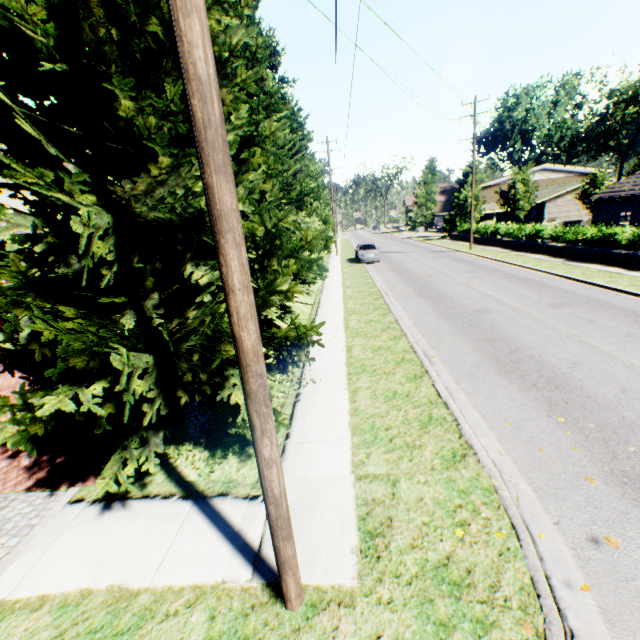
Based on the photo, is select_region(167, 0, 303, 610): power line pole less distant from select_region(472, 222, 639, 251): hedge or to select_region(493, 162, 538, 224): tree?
select_region(493, 162, 538, 224): tree

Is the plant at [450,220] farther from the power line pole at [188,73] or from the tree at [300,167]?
the power line pole at [188,73]

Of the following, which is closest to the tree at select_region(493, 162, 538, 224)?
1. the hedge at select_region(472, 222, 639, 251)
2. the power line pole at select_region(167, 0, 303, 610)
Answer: the power line pole at select_region(167, 0, 303, 610)

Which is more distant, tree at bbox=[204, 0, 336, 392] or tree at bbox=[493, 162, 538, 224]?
tree at bbox=[493, 162, 538, 224]

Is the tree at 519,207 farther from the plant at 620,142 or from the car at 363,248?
the plant at 620,142

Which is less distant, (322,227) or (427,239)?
(322,227)

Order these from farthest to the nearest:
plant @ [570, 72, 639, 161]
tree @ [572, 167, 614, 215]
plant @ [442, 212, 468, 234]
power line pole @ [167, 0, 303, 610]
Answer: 1. plant @ [570, 72, 639, 161]
2. plant @ [442, 212, 468, 234]
3. tree @ [572, 167, 614, 215]
4. power line pole @ [167, 0, 303, 610]

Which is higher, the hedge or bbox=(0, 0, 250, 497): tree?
bbox=(0, 0, 250, 497): tree
